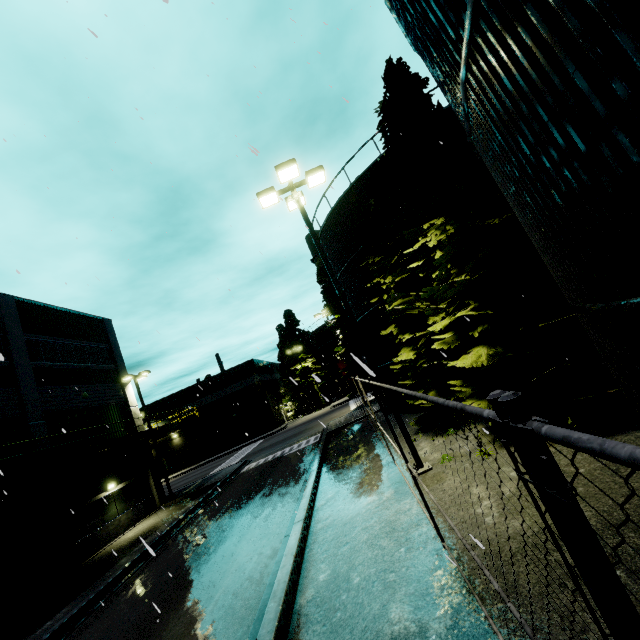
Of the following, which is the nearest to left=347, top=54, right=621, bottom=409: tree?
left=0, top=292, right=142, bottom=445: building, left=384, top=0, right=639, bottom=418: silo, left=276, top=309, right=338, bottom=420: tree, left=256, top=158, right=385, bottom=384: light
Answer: left=384, top=0, right=639, bottom=418: silo

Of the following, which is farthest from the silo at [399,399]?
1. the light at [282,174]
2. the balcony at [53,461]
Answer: the balcony at [53,461]

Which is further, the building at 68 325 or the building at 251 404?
the building at 251 404

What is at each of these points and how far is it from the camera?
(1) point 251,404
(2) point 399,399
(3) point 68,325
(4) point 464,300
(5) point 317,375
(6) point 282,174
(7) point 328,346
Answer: (1) building, 47.8m
(2) silo, 18.4m
(3) building, 22.0m
(4) tree, 9.9m
(5) tree, 50.7m
(6) light, 10.1m
(7) silo, 53.1m

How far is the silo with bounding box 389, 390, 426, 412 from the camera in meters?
16.9

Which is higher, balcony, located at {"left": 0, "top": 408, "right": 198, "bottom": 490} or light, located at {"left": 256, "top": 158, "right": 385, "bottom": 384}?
light, located at {"left": 256, "top": 158, "right": 385, "bottom": 384}

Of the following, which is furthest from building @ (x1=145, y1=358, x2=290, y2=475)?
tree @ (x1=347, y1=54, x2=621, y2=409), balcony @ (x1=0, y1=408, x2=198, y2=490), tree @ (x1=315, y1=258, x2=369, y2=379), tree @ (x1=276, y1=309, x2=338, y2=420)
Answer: tree @ (x1=347, y1=54, x2=621, y2=409)
